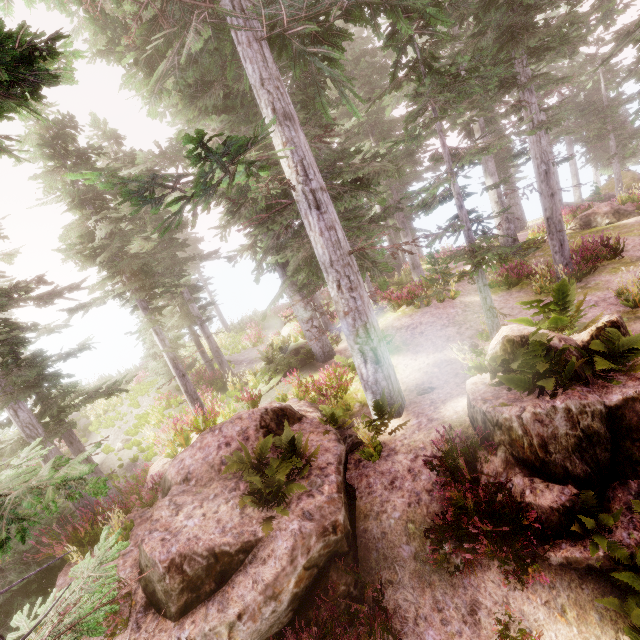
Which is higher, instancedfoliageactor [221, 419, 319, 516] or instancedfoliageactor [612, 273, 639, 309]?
instancedfoliageactor [221, 419, 319, 516]

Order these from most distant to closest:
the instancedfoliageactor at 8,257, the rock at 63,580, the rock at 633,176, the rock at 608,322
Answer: the rock at 633,176 → the instancedfoliageactor at 8,257 → the rock at 63,580 → the rock at 608,322

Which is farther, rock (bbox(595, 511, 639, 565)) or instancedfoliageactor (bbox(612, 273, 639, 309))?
instancedfoliageactor (bbox(612, 273, 639, 309))

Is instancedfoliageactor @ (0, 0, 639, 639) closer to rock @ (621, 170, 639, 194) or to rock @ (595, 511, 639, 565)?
rock @ (595, 511, 639, 565)

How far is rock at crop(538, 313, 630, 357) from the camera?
5.84m

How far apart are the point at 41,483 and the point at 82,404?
9.56m

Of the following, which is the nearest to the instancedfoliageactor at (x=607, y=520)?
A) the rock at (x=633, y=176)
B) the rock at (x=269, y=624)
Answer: the rock at (x=269, y=624)

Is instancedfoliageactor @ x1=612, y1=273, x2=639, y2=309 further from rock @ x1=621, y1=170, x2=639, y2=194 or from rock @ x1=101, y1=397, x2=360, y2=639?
rock @ x1=621, y1=170, x2=639, y2=194
